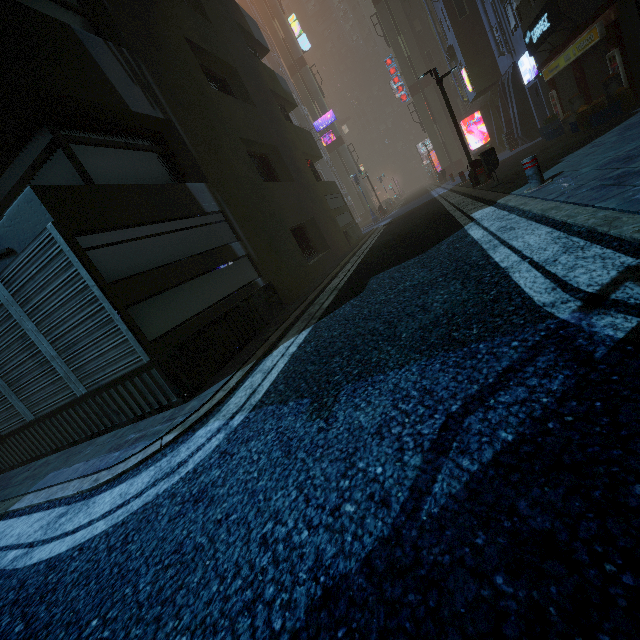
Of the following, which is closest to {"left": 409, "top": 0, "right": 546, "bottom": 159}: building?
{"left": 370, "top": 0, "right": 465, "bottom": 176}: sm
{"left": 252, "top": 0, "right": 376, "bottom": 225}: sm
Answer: {"left": 252, "top": 0, "right": 376, "bottom": 225}: sm

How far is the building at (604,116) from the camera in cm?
920

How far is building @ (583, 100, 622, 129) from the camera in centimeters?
920cm

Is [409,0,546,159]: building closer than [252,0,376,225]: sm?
Yes

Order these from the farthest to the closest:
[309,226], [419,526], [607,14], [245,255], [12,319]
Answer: [309,226], [607,14], [245,255], [12,319], [419,526]

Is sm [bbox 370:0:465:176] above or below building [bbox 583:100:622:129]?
above

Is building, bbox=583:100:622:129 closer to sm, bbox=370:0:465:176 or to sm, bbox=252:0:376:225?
sm, bbox=252:0:376:225

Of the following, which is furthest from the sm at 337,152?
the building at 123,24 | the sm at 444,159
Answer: the building at 123,24
